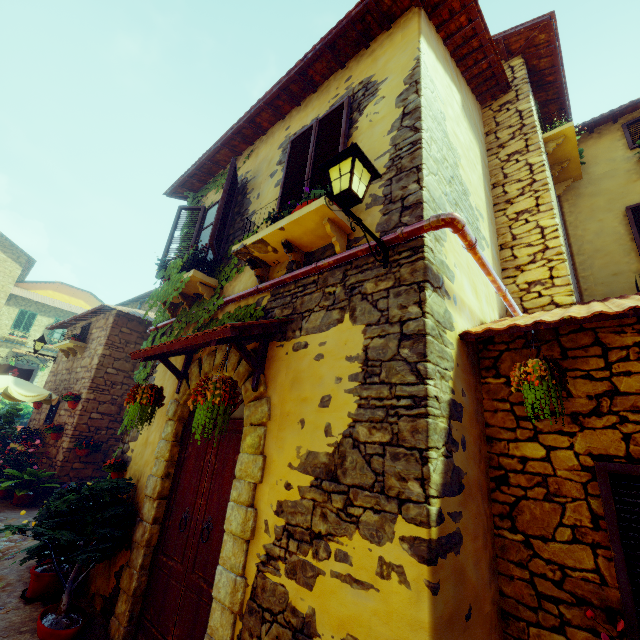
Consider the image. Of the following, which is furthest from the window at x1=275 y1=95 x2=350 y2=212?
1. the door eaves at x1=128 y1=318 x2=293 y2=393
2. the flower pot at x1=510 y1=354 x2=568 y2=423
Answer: the flower pot at x1=510 y1=354 x2=568 y2=423

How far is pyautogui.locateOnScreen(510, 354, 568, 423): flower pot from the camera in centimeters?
229cm

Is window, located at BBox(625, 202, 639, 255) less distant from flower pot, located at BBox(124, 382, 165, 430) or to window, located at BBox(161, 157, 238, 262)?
window, located at BBox(161, 157, 238, 262)

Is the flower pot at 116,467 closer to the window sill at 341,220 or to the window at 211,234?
the window at 211,234

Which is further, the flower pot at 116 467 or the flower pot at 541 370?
the flower pot at 116 467

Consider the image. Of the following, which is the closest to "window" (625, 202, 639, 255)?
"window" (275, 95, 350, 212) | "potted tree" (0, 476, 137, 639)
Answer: "window" (275, 95, 350, 212)

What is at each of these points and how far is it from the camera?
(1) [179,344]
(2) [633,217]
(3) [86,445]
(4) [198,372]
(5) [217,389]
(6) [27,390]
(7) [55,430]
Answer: (1) door eaves, 3.5m
(2) window, 6.0m
(3) flower pot, 8.3m
(4) stone doorway, 4.3m
(5) flower pot, 3.0m
(6) table, 8.5m
(7) flower pot, 8.5m

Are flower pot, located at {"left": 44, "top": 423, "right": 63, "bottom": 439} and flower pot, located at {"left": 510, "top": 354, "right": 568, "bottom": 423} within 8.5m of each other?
no
